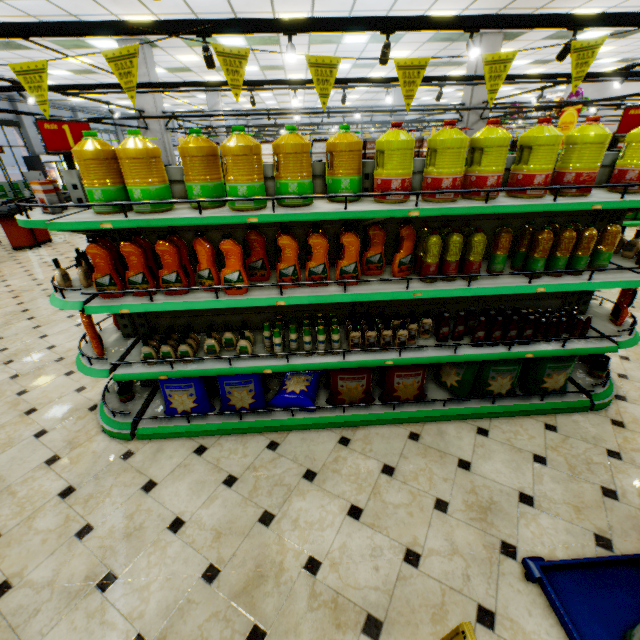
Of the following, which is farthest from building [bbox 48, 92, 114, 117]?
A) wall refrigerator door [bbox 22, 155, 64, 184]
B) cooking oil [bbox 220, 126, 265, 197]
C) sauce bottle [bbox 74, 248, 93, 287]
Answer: cooking oil [bbox 220, 126, 265, 197]

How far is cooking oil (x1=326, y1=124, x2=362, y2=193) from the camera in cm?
214

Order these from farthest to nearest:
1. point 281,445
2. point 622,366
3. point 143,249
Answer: point 622,366, point 281,445, point 143,249

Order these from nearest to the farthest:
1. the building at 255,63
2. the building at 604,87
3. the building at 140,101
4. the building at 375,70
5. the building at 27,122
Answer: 1. the building at 140,101
2. the building at 255,63
3. the building at 375,70
4. the building at 604,87
5. the building at 27,122

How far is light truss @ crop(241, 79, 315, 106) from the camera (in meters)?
3.47

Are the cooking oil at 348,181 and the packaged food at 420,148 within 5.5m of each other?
yes

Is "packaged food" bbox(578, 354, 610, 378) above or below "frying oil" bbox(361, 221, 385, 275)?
below

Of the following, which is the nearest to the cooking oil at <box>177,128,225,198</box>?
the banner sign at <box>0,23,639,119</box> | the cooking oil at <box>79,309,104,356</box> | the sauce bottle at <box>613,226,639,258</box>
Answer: the banner sign at <box>0,23,639,119</box>
